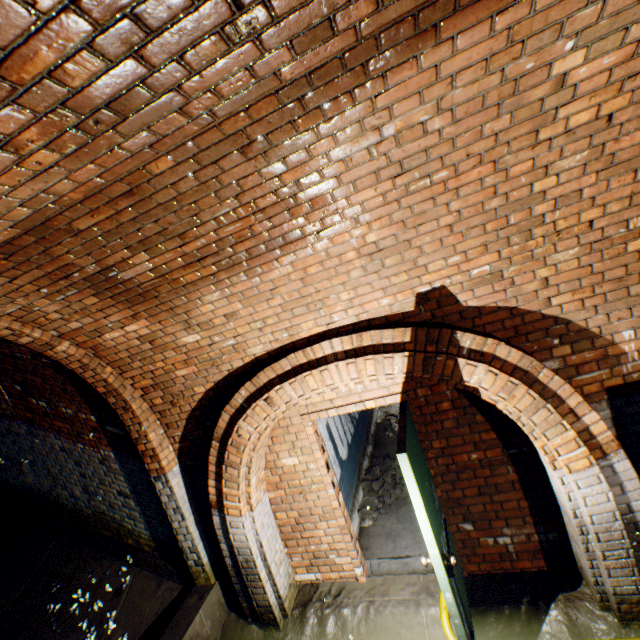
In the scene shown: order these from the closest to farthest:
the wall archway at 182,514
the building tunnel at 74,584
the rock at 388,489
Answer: the wall archway at 182,514, the building tunnel at 74,584, the rock at 388,489

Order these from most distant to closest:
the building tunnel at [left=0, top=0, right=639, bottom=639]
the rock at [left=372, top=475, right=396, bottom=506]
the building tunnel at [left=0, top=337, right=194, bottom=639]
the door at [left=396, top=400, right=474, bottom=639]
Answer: the rock at [left=372, top=475, right=396, bottom=506] < the building tunnel at [left=0, top=337, right=194, bottom=639] < the door at [left=396, top=400, right=474, bottom=639] < the building tunnel at [left=0, top=0, right=639, bottom=639]

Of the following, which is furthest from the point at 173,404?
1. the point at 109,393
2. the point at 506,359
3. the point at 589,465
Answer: the point at 589,465

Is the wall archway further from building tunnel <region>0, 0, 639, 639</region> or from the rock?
the rock

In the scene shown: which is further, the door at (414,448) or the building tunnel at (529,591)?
the door at (414,448)

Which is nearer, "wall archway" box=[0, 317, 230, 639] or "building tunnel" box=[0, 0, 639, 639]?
"building tunnel" box=[0, 0, 639, 639]

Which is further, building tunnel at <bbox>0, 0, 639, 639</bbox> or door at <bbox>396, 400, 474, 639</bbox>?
door at <bbox>396, 400, 474, 639</bbox>

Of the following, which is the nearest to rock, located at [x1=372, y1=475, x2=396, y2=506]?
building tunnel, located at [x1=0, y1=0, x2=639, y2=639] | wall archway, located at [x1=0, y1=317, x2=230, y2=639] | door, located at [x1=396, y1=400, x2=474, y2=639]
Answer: building tunnel, located at [x1=0, y1=0, x2=639, y2=639]
